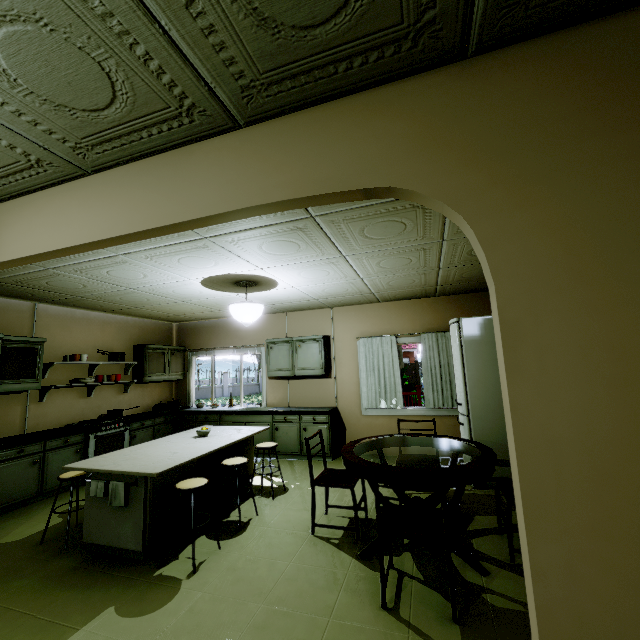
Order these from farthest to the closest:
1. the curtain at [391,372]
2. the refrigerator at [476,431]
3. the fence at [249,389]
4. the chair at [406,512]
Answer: the fence at [249,389], the curtain at [391,372], the refrigerator at [476,431], the chair at [406,512]

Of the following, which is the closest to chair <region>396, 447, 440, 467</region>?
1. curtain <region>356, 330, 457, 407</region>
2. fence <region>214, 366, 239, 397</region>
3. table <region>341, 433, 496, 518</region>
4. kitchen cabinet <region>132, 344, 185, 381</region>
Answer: table <region>341, 433, 496, 518</region>

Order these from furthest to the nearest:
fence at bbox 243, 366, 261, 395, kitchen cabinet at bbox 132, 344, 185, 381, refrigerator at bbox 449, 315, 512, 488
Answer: fence at bbox 243, 366, 261, 395, kitchen cabinet at bbox 132, 344, 185, 381, refrigerator at bbox 449, 315, 512, 488

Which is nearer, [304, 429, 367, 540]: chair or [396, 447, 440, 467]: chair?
[304, 429, 367, 540]: chair

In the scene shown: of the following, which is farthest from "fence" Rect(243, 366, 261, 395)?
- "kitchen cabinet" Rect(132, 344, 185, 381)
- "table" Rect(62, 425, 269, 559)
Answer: "table" Rect(62, 425, 269, 559)

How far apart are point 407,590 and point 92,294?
5.1 meters

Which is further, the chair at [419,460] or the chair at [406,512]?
the chair at [419,460]

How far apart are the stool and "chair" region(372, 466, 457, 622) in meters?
1.5
